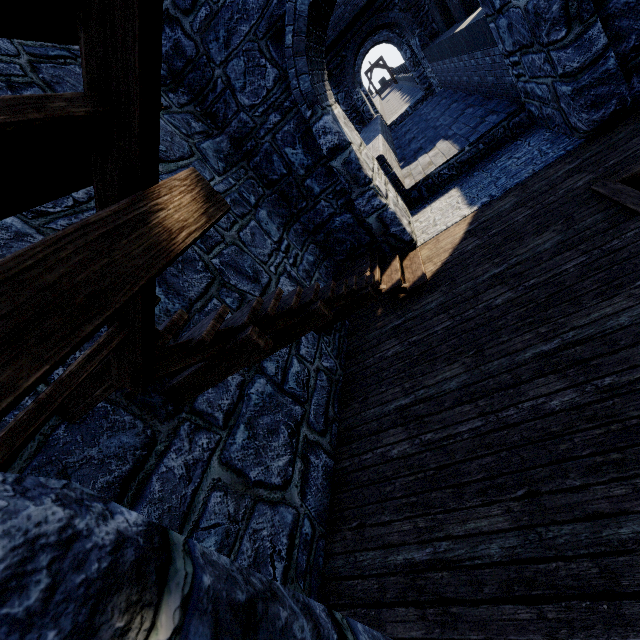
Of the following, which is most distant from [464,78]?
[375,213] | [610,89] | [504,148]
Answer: [375,213]
